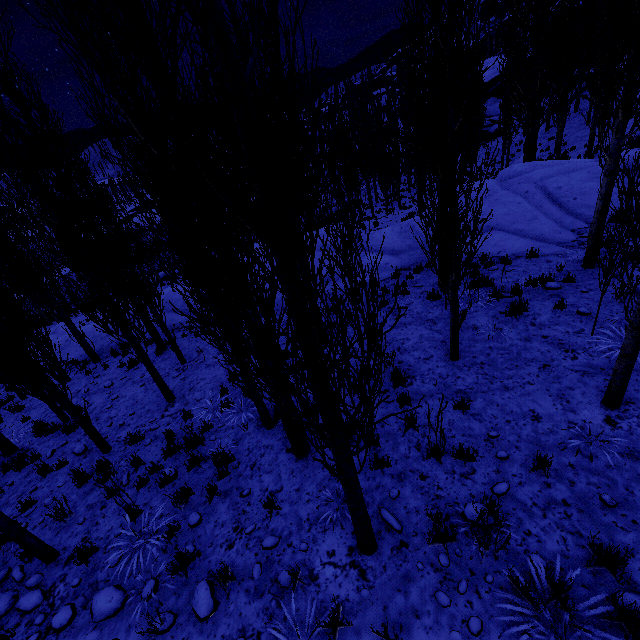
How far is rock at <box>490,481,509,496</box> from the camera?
4.2 meters

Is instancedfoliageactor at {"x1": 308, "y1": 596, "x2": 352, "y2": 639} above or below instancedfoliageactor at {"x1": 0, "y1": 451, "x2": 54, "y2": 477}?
above

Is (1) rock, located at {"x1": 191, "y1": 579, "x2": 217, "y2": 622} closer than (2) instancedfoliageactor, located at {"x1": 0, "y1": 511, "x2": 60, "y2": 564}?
Yes

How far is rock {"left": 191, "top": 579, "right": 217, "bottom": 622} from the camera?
3.9m

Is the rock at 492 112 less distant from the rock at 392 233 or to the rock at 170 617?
the rock at 170 617

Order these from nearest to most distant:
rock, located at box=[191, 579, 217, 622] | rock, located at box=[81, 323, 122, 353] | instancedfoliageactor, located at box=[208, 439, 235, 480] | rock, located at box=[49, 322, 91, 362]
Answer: rock, located at box=[191, 579, 217, 622]
instancedfoliageactor, located at box=[208, 439, 235, 480]
rock, located at box=[81, 323, 122, 353]
rock, located at box=[49, 322, 91, 362]

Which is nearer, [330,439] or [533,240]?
[330,439]

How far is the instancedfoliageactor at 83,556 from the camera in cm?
509
